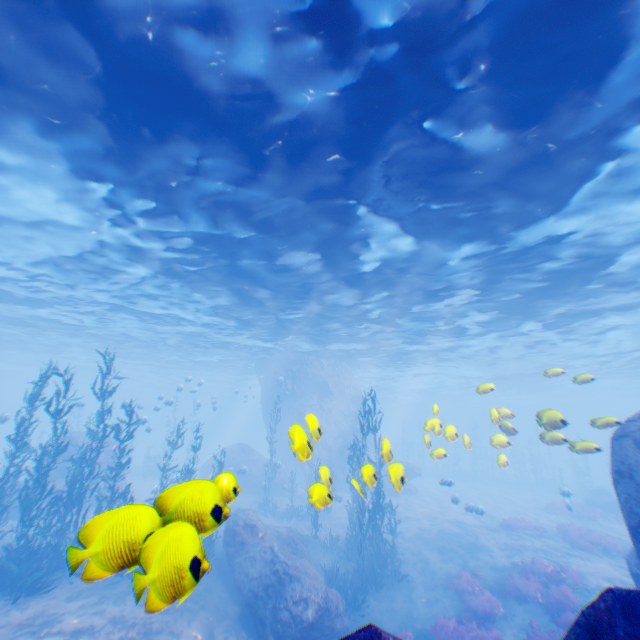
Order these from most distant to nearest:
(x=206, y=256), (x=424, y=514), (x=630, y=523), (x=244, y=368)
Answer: (x=244, y=368)
(x=424, y=514)
(x=206, y=256)
(x=630, y=523)

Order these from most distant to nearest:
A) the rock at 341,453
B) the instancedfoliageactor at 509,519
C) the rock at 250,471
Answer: the rock at 341,453
the instancedfoliageactor at 509,519
the rock at 250,471

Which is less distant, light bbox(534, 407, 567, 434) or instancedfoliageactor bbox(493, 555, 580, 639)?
light bbox(534, 407, 567, 434)

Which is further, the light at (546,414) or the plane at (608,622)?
the light at (546,414)

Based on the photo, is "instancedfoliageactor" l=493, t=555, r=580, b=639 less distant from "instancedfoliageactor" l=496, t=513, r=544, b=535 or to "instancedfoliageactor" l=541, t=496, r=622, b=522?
"instancedfoliageactor" l=496, t=513, r=544, b=535

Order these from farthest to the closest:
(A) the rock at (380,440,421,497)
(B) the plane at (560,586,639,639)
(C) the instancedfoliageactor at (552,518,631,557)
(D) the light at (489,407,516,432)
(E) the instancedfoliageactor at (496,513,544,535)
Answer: (E) the instancedfoliageactor at (496,513,544,535), (C) the instancedfoliageactor at (552,518,631,557), (D) the light at (489,407,516,432), (A) the rock at (380,440,421,497), (B) the plane at (560,586,639,639)

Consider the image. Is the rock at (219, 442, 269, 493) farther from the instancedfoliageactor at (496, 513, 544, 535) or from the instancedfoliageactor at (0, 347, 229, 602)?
the instancedfoliageactor at (496, 513, 544, 535)
